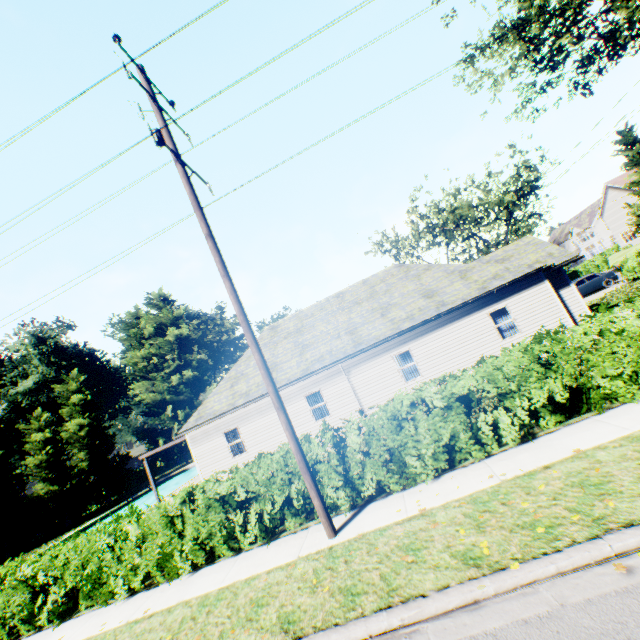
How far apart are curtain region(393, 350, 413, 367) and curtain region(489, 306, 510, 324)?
4.0m

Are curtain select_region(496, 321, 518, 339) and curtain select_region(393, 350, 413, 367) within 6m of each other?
yes

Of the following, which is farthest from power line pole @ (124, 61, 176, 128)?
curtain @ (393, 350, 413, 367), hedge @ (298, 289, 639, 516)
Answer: curtain @ (393, 350, 413, 367)

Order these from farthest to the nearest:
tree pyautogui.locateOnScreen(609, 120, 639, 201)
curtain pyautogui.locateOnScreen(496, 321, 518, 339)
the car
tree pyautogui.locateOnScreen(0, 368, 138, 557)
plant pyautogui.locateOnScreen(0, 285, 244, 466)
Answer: plant pyautogui.locateOnScreen(0, 285, 244, 466), tree pyautogui.locateOnScreen(609, 120, 639, 201), tree pyautogui.locateOnScreen(0, 368, 138, 557), the car, curtain pyautogui.locateOnScreen(496, 321, 518, 339)

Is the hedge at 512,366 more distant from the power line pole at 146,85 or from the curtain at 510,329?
the curtain at 510,329

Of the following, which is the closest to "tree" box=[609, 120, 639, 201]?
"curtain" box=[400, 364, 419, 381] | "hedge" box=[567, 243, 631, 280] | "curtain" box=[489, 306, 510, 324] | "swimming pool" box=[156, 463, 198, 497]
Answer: "hedge" box=[567, 243, 631, 280]

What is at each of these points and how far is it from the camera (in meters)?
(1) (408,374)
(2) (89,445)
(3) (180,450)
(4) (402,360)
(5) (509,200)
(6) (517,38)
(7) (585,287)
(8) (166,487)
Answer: (1) curtain, 16.25
(2) tree, 36.78
(3) plant, 41.50
(4) curtain, 16.45
(5) tree, 33.34
(6) tree, 17.83
(7) car, 26.30
(8) swimming pool, 35.19

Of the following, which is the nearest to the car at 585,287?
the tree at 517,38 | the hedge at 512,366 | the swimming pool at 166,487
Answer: the tree at 517,38
